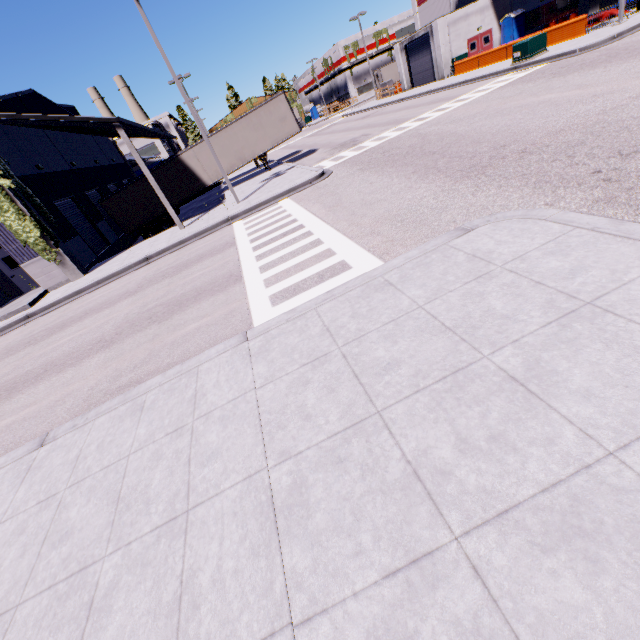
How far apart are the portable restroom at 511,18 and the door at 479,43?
0.8 meters

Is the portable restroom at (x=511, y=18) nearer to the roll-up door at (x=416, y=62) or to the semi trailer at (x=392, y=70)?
A: the semi trailer at (x=392, y=70)

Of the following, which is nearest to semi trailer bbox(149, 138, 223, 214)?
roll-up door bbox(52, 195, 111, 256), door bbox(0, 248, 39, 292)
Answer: roll-up door bbox(52, 195, 111, 256)

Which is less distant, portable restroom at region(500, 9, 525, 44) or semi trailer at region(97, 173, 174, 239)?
semi trailer at region(97, 173, 174, 239)

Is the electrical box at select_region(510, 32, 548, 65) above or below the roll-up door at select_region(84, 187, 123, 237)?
below

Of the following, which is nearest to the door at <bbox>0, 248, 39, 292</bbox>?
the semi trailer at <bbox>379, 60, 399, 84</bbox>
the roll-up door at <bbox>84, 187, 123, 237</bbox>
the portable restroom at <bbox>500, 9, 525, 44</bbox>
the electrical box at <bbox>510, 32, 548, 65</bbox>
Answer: the semi trailer at <bbox>379, 60, 399, 84</bbox>

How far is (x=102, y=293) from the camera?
13.4m

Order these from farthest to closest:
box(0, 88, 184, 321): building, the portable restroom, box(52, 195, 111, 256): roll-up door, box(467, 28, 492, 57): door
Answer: box(467, 28, 492, 57): door
the portable restroom
box(52, 195, 111, 256): roll-up door
box(0, 88, 184, 321): building
